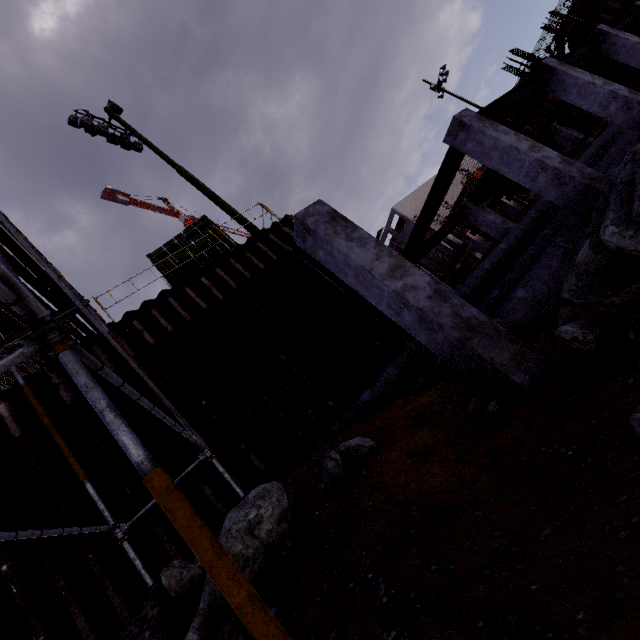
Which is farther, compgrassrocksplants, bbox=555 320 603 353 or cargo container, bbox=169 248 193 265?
cargo container, bbox=169 248 193 265

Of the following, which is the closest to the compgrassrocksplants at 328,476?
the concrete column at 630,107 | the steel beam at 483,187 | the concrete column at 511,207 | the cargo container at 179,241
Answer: the cargo container at 179,241

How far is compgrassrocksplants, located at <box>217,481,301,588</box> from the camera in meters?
3.0 m

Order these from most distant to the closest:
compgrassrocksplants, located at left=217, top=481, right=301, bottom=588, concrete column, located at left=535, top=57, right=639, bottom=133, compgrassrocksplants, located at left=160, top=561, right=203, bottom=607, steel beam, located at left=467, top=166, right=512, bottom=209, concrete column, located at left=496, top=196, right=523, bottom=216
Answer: concrete column, located at left=496, top=196, right=523, bottom=216 → steel beam, located at left=467, top=166, right=512, bottom=209 → concrete column, located at left=535, top=57, right=639, bottom=133 → compgrassrocksplants, located at left=160, top=561, right=203, bottom=607 → compgrassrocksplants, located at left=217, top=481, right=301, bottom=588

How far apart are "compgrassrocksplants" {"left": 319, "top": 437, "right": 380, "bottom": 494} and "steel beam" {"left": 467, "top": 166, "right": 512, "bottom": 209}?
13.0 meters

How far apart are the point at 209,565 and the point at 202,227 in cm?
1139

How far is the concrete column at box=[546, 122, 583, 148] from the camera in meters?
17.5

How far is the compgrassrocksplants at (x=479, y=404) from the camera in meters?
3.9 m
